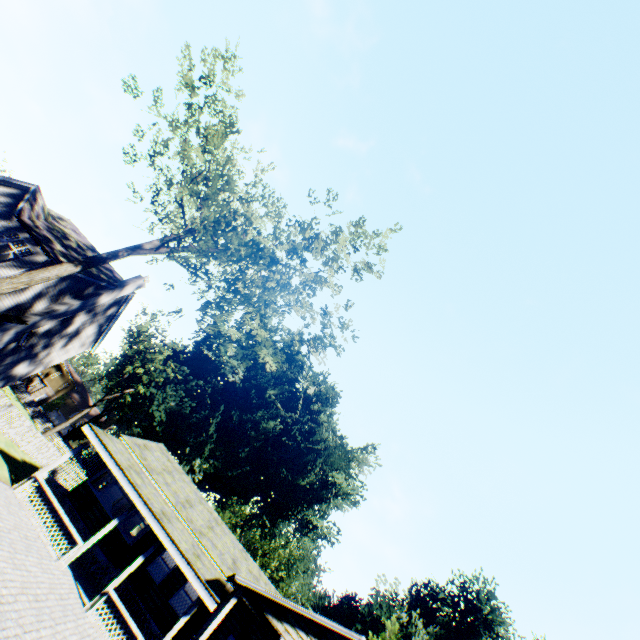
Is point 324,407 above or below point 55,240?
above

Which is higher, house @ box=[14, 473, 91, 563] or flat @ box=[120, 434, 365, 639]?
flat @ box=[120, 434, 365, 639]

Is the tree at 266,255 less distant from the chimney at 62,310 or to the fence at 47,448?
the fence at 47,448

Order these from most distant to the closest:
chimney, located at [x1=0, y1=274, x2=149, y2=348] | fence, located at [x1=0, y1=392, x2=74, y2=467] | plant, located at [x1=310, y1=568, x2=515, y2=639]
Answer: plant, located at [x1=310, y1=568, x2=515, y2=639]
chimney, located at [x1=0, y1=274, x2=149, y2=348]
fence, located at [x1=0, y1=392, x2=74, y2=467]

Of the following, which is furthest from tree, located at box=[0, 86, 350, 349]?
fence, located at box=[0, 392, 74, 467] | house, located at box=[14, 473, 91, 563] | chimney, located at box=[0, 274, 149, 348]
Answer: house, located at box=[14, 473, 91, 563]

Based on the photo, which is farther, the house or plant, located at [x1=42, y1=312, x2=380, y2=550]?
plant, located at [x1=42, y1=312, x2=380, y2=550]

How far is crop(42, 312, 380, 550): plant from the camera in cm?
4281

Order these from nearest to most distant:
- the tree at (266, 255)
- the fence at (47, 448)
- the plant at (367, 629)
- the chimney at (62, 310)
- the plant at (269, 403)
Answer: the tree at (266, 255)
the fence at (47, 448)
the chimney at (62, 310)
the plant at (367, 629)
the plant at (269, 403)
